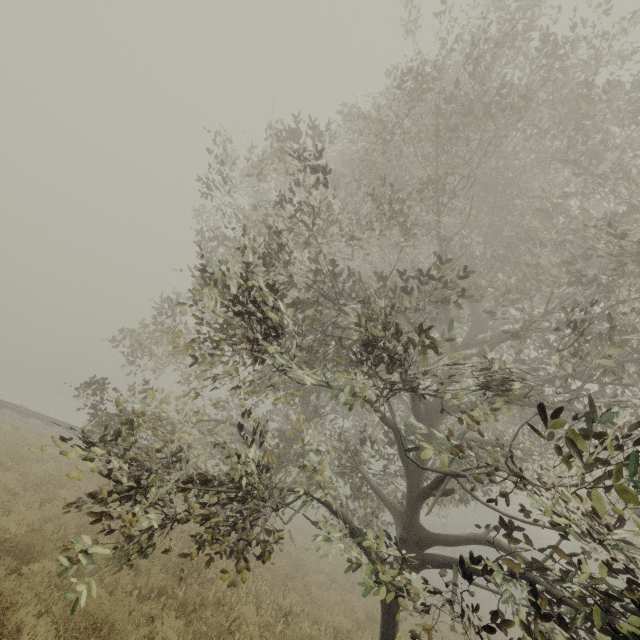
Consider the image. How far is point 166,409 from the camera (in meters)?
6.17
